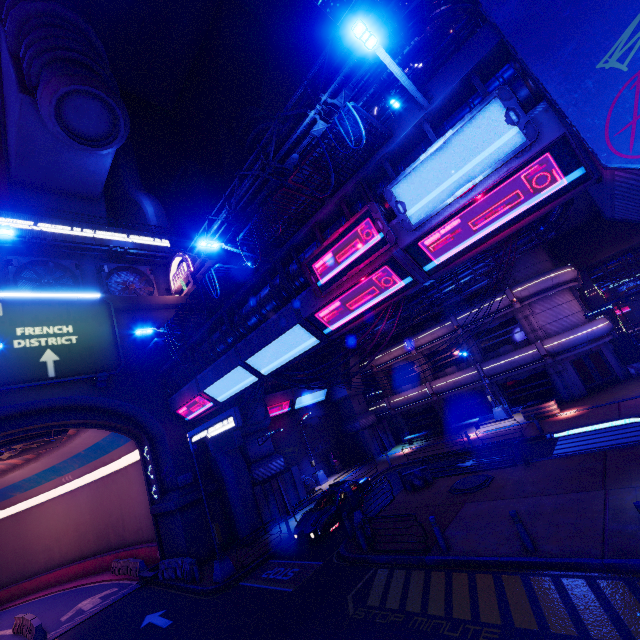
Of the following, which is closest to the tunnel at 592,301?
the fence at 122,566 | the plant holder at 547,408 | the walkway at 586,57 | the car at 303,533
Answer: the walkway at 586,57

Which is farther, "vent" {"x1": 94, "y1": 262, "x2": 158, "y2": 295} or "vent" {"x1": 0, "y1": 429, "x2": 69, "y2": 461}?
"vent" {"x1": 94, "y1": 262, "x2": 158, "y2": 295}

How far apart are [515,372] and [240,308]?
22.1 meters

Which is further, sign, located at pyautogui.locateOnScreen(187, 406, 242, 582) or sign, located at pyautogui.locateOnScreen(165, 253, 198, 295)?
sign, located at pyautogui.locateOnScreen(165, 253, 198, 295)

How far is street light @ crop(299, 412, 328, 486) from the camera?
28.25m

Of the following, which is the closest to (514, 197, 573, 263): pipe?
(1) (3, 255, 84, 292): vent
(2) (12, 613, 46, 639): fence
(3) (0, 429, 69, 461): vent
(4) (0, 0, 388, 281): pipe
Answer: (4) (0, 0, 388, 281): pipe

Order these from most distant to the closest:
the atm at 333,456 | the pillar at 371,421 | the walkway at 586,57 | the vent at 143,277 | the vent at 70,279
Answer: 1. the pillar at 371,421
2. the atm at 333,456
3. the vent at 143,277
4. the vent at 70,279
5. the walkway at 586,57

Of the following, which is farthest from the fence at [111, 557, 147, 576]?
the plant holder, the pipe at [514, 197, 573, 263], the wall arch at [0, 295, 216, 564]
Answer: the plant holder
